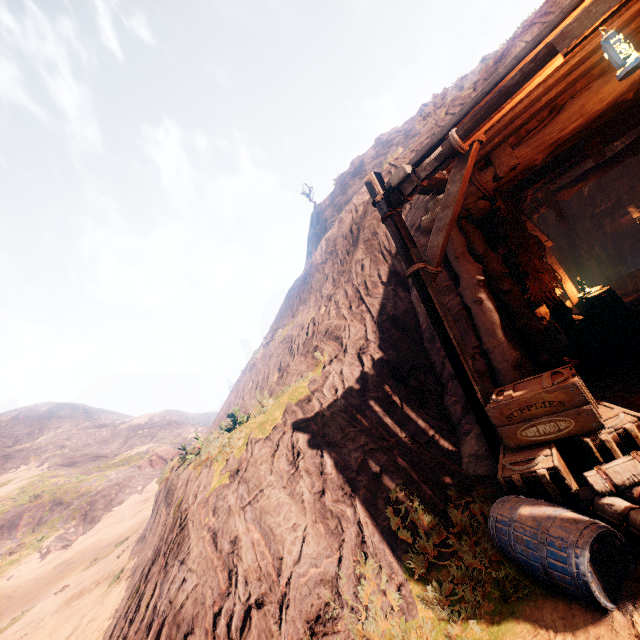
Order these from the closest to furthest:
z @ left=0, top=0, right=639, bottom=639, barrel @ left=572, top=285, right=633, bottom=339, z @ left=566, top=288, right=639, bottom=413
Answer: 1. z @ left=0, top=0, right=639, bottom=639
2. z @ left=566, top=288, right=639, bottom=413
3. barrel @ left=572, top=285, right=633, bottom=339

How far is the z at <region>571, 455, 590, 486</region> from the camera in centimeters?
380cm

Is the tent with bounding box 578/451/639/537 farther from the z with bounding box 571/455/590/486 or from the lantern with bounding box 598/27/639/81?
the lantern with bounding box 598/27/639/81

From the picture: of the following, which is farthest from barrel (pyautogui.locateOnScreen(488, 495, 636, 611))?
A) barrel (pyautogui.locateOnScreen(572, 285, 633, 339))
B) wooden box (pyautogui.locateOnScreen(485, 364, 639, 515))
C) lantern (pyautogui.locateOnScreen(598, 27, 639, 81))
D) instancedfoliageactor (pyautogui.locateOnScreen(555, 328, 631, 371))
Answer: barrel (pyautogui.locateOnScreen(572, 285, 633, 339))

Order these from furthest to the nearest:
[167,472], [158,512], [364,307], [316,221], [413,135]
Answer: [316,221] → [413,135] → [167,472] → [158,512] → [364,307]

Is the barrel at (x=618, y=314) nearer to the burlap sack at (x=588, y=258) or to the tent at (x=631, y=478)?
the burlap sack at (x=588, y=258)

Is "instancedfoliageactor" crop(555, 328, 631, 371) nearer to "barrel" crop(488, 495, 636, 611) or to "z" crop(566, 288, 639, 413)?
"z" crop(566, 288, 639, 413)

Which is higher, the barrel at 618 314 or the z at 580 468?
the barrel at 618 314
